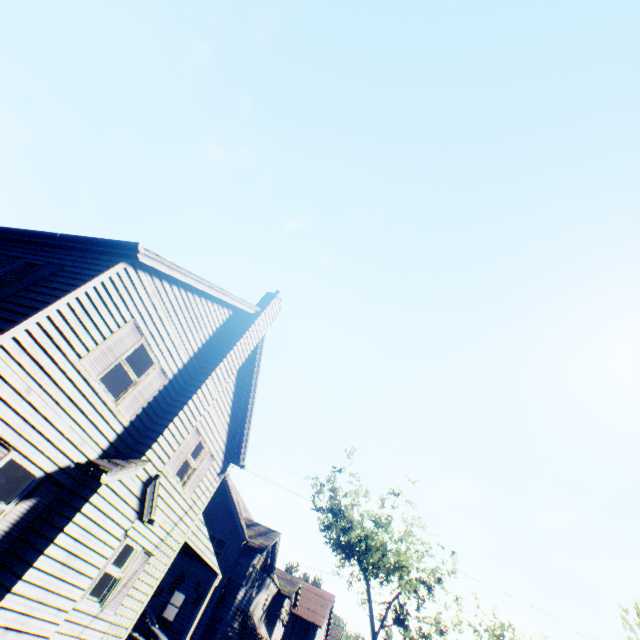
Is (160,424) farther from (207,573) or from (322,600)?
(322,600)

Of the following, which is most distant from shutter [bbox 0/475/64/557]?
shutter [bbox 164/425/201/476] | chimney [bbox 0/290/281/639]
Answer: shutter [bbox 164/425/201/476]

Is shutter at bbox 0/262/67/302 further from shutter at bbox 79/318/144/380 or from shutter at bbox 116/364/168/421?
shutter at bbox 116/364/168/421

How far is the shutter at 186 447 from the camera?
10.8m

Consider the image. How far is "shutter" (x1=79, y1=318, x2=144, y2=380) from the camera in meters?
7.6

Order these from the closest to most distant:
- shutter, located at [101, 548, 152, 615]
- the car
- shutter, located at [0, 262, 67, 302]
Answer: shutter, located at [0, 262, 67, 302]
shutter, located at [101, 548, 152, 615]
the car

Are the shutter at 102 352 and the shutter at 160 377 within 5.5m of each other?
yes

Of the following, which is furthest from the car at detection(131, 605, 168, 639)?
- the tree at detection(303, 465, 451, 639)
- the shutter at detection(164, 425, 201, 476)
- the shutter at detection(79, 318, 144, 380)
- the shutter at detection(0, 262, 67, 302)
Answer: the shutter at detection(0, 262, 67, 302)
